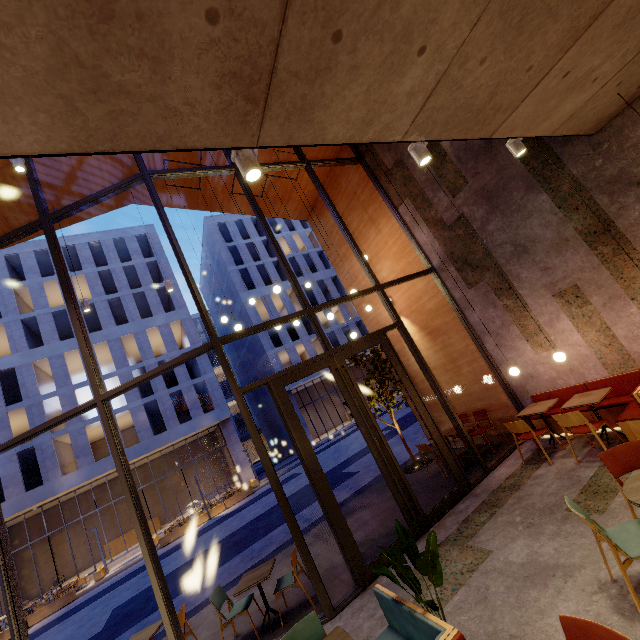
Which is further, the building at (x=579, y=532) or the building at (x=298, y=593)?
the building at (x=298, y=593)

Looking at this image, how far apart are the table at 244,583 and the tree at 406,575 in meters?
2.9 m

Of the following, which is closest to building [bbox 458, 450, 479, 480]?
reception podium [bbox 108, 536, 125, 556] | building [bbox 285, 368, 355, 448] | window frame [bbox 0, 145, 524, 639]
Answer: window frame [bbox 0, 145, 524, 639]

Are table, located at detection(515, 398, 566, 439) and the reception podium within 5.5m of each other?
no

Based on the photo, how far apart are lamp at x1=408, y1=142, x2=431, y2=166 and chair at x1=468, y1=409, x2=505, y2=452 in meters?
6.7 m

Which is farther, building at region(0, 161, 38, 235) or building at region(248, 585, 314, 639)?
building at region(0, 161, 38, 235)

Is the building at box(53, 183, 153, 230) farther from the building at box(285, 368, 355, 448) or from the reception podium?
the building at box(285, 368, 355, 448)

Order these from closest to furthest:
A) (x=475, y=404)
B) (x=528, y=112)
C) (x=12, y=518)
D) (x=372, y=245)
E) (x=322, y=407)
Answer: (x=528, y=112) → (x=475, y=404) → (x=372, y=245) → (x=12, y=518) → (x=322, y=407)
